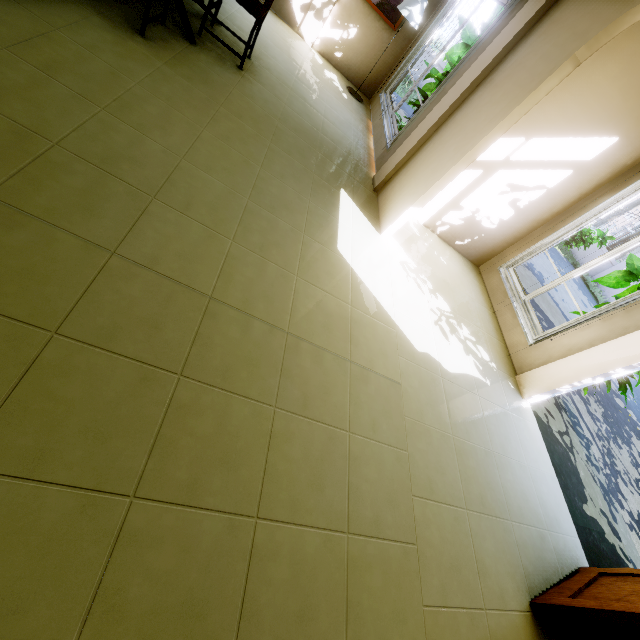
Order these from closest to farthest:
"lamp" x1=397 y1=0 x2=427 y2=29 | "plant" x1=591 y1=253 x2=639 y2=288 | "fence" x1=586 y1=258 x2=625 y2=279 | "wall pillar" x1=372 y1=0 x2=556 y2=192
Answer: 1. "wall pillar" x1=372 y1=0 x2=556 y2=192
2. "plant" x1=591 y1=253 x2=639 y2=288
3. "lamp" x1=397 y1=0 x2=427 y2=29
4. "fence" x1=586 y1=258 x2=625 y2=279

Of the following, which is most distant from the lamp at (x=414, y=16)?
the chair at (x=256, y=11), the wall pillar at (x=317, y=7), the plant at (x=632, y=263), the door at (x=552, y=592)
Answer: the door at (x=552, y=592)

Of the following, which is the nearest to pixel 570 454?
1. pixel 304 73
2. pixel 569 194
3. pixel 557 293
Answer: pixel 569 194

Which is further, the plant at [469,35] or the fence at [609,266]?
the fence at [609,266]

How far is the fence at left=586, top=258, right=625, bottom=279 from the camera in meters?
13.5 m

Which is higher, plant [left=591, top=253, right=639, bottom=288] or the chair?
plant [left=591, top=253, right=639, bottom=288]

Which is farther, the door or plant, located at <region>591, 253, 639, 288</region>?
plant, located at <region>591, 253, 639, 288</region>

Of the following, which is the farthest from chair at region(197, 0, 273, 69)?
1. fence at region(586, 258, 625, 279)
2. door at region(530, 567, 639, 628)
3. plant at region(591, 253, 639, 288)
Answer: fence at region(586, 258, 625, 279)
